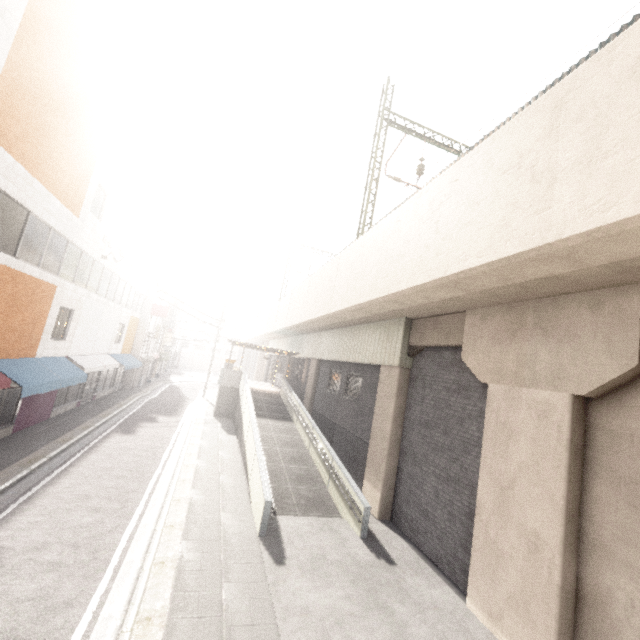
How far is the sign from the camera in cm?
2791

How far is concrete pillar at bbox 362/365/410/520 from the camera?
11.00m

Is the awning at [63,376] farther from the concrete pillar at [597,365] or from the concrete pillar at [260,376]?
the concrete pillar at [260,376]

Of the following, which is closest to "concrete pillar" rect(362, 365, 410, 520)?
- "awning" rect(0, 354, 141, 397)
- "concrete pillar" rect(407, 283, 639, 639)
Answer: "concrete pillar" rect(407, 283, 639, 639)

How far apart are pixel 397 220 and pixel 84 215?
13.7 meters

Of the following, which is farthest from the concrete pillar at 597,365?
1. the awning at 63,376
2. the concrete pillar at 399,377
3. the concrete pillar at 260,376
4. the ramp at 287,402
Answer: the concrete pillar at 260,376

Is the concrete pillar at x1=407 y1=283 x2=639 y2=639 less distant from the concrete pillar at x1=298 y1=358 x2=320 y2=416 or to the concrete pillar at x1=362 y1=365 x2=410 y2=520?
the concrete pillar at x1=362 y1=365 x2=410 y2=520

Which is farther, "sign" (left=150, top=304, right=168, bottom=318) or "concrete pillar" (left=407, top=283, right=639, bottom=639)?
"sign" (left=150, top=304, right=168, bottom=318)
